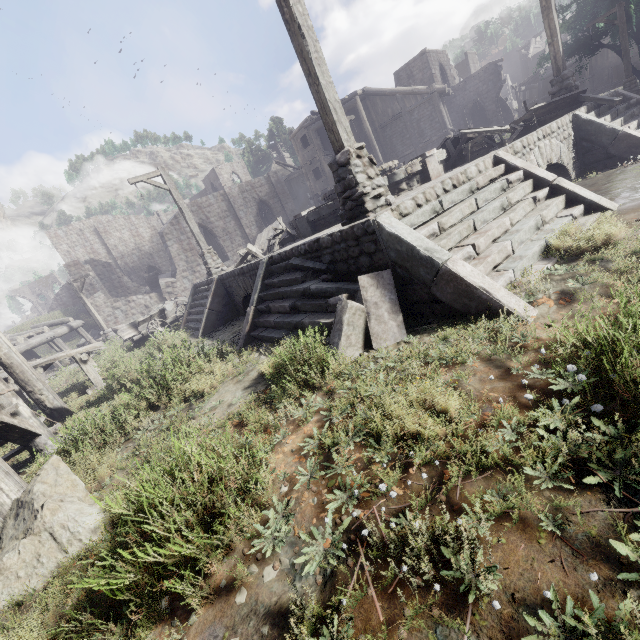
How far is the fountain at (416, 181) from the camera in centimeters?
941cm

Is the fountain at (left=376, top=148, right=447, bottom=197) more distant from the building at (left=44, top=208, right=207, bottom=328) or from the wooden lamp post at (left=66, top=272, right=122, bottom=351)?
the wooden lamp post at (left=66, top=272, right=122, bottom=351)

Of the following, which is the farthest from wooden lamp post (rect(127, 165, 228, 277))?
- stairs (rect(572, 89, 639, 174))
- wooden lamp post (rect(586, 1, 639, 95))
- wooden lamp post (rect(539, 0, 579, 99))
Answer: wooden lamp post (rect(586, 1, 639, 95))

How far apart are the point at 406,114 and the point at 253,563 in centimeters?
3073cm

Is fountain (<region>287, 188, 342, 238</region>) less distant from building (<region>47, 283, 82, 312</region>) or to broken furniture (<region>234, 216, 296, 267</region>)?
broken furniture (<region>234, 216, 296, 267</region>)

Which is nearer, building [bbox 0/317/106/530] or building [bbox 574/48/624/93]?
building [bbox 0/317/106/530]

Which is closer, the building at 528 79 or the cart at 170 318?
the cart at 170 318

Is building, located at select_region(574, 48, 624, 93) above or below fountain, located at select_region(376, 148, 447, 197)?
above
